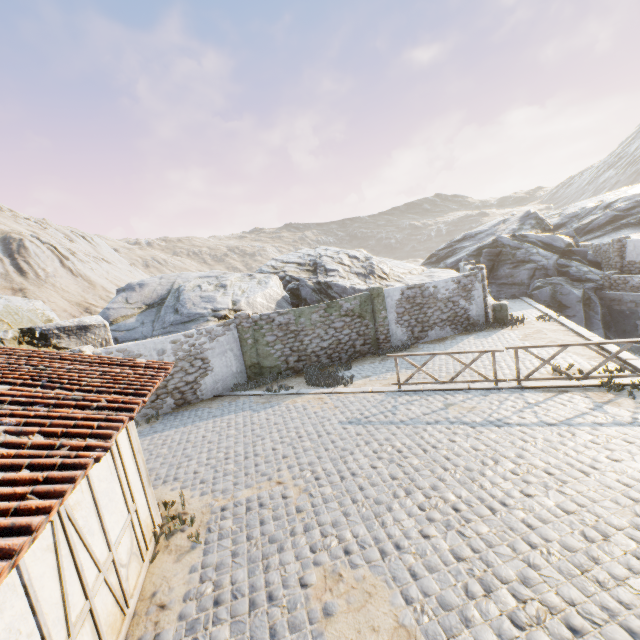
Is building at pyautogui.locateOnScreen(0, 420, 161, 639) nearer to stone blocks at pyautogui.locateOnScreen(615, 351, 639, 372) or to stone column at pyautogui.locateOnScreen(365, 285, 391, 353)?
stone blocks at pyautogui.locateOnScreen(615, 351, 639, 372)

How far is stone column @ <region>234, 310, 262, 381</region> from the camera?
13.9m

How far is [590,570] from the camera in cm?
414

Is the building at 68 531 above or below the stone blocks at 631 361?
above

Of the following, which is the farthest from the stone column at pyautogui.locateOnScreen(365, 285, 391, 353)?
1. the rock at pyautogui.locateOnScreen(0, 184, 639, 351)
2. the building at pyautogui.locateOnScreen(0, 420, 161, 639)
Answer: the building at pyautogui.locateOnScreen(0, 420, 161, 639)

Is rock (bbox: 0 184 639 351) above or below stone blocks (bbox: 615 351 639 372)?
above

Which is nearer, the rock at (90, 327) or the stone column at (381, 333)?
the rock at (90, 327)

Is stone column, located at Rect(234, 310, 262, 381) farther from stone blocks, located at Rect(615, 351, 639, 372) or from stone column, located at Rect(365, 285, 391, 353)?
stone column, located at Rect(365, 285, 391, 353)
